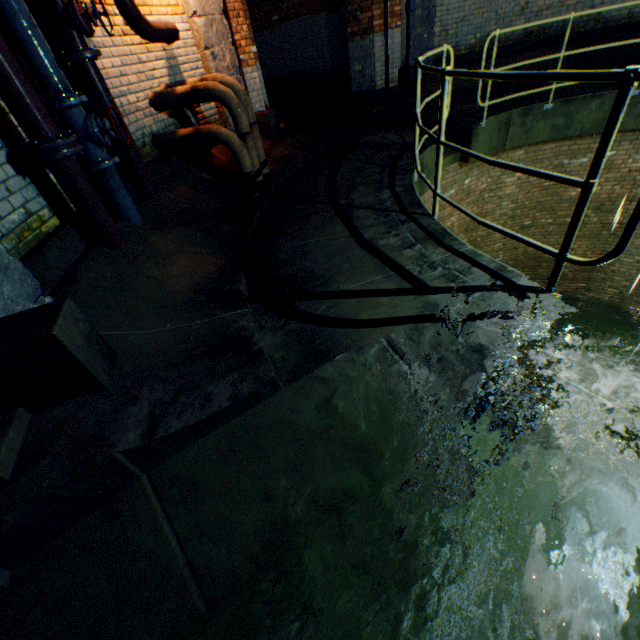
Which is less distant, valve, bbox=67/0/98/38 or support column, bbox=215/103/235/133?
valve, bbox=67/0/98/38

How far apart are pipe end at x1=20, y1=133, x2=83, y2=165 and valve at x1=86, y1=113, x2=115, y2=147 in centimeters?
29cm

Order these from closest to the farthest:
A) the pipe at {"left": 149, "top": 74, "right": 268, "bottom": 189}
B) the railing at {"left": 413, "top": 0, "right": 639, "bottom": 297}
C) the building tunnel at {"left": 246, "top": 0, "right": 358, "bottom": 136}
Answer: the railing at {"left": 413, "top": 0, "right": 639, "bottom": 297}, the pipe at {"left": 149, "top": 74, "right": 268, "bottom": 189}, the building tunnel at {"left": 246, "top": 0, "right": 358, "bottom": 136}

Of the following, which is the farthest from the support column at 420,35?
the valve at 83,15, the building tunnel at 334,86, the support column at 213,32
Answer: the valve at 83,15

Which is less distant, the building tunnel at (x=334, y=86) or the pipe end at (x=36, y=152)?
the pipe end at (x=36, y=152)

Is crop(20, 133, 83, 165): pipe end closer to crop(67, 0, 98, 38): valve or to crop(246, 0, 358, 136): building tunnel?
crop(67, 0, 98, 38): valve

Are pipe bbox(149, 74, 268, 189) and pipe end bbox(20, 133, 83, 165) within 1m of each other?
no

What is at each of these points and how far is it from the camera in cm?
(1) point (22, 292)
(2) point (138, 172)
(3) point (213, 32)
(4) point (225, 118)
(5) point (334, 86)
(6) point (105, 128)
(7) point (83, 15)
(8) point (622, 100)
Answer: (1) support column, 201
(2) pipe, 371
(3) support column, 501
(4) support column, 559
(5) building tunnel, 977
(6) valve, 291
(7) valve, 288
(8) railing, 153
